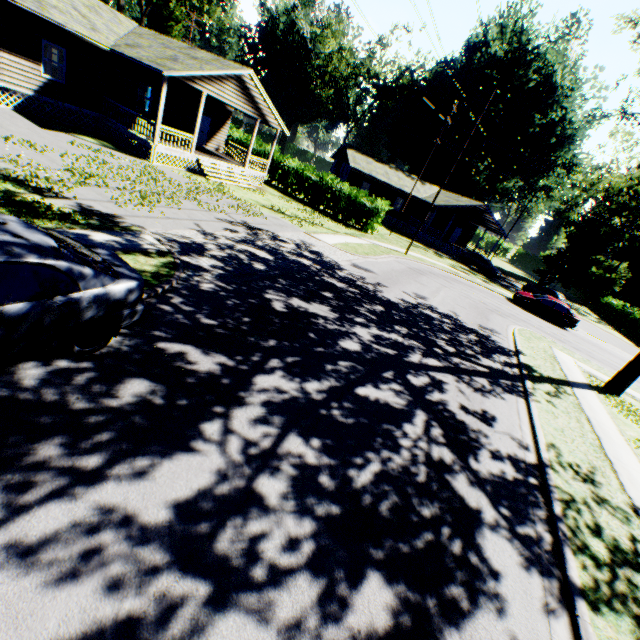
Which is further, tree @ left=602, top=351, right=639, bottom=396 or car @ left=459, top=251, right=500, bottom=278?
car @ left=459, top=251, right=500, bottom=278

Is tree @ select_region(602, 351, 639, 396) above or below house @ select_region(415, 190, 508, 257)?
below

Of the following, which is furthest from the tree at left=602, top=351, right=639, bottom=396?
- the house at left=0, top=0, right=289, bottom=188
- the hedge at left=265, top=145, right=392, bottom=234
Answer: the house at left=0, top=0, right=289, bottom=188

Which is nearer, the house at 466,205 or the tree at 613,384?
the tree at 613,384

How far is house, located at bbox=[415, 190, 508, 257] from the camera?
37.7 meters

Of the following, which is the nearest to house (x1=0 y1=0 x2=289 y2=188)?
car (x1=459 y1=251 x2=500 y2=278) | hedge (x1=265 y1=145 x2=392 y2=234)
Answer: hedge (x1=265 y1=145 x2=392 y2=234)

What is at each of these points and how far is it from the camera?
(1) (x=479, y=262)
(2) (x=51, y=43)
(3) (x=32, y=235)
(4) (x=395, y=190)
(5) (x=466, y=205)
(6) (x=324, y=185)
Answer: (1) car, 35.8m
(2) house, 15.9m
(3) car, 4.3m
(4) house, 40.2m
(5) house, 36.9m
(6) hedge, 28.3m

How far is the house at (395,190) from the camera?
38.50m
